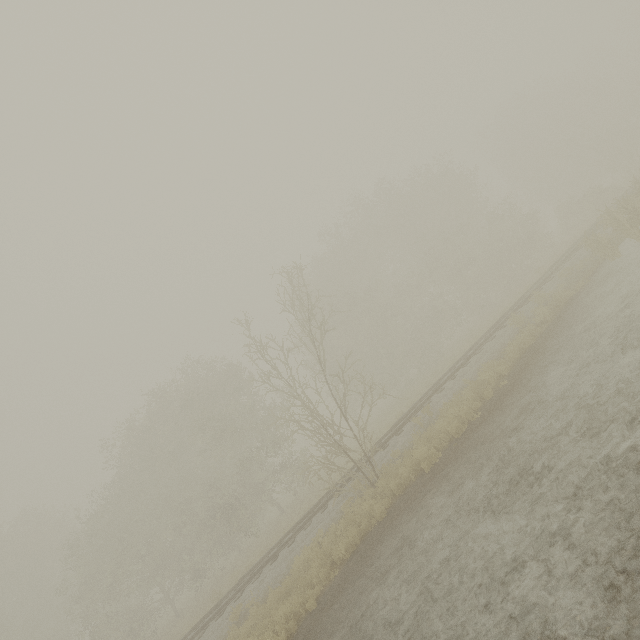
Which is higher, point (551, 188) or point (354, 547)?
point (551, 188)

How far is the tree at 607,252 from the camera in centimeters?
1398cm

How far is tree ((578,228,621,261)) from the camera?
13.98m
